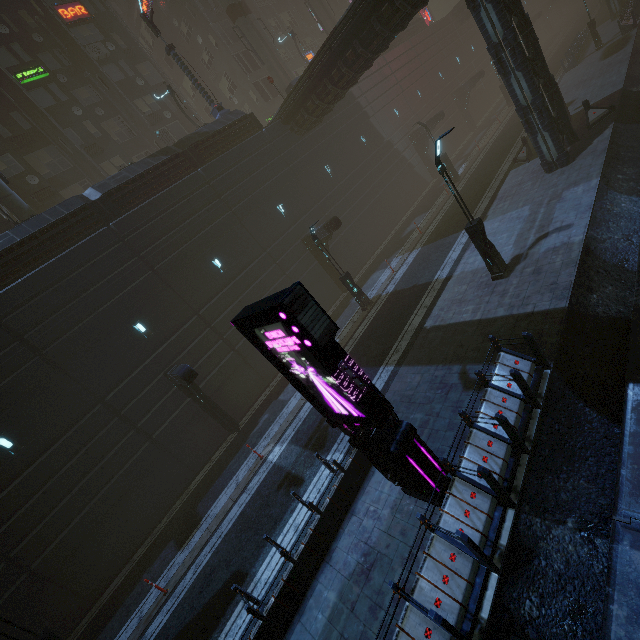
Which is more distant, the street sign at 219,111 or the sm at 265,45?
the sm at 265,45

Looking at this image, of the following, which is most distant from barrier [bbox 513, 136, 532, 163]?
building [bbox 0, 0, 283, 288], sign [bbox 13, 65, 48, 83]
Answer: sign [bbox 13, 65, 48, 83]

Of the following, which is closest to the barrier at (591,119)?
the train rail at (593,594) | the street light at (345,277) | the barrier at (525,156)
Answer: the train rail at (593,594)

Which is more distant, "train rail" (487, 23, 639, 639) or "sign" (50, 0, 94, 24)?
"sign" (50, 0, 94, 24)

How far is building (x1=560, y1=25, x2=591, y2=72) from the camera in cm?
2946

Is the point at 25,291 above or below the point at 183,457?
above

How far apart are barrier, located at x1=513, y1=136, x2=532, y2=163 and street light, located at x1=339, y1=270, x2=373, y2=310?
12.79m

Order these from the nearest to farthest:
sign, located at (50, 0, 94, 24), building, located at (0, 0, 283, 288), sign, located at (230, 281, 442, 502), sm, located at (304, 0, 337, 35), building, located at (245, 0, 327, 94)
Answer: sign, located at (230, 281, 442, 502), building, located at (0, 0, 283, 288), sign, located at (50, 0, 94, 24), sm, located at (304, 0, 337, 35), building, located at (245, 0, 327, 94)
